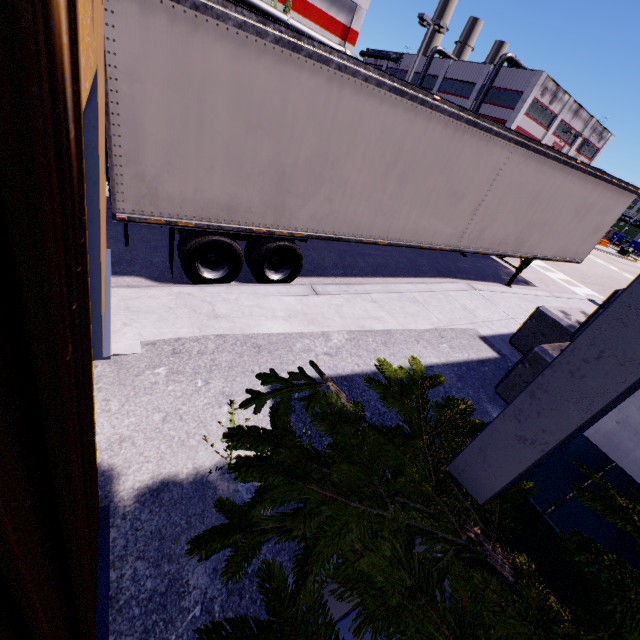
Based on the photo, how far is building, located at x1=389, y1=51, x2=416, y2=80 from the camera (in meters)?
55.69

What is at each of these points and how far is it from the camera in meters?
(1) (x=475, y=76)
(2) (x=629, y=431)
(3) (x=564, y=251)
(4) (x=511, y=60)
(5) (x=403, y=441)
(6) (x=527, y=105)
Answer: (1) building, 46.0
(2) building, 2.8
(3) semi trailer, 11.2
(4) vent duct, 41.7
(5) tree, 1.4
(6) building, 40.7

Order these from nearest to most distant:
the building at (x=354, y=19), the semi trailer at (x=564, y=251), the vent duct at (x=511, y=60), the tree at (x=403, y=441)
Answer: the tree at (x=403, y=441) → the semi trailer at (x=564, y=251) → the building at (x=354, y=19) → the vent duct at (x=511, y=60)

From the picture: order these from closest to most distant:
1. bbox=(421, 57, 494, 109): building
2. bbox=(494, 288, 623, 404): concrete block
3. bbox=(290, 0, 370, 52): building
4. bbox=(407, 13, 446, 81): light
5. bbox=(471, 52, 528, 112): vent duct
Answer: bbox=(494, 288, 623, 404): concrete block, bbox=(407, 13, 446, 81): light, bbox=(290, 0, 370, 52): building, bbox=(471, 52, 528, 112): vent duct, bbox=(421, 57, 494, 109): building

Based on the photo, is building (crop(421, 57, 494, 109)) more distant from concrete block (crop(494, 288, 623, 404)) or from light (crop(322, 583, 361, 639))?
light (crop(322, 583, 361, 639))

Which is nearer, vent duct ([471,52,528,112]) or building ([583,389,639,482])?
building ([583,389,639,482])

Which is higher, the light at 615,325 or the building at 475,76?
the building at 475,76

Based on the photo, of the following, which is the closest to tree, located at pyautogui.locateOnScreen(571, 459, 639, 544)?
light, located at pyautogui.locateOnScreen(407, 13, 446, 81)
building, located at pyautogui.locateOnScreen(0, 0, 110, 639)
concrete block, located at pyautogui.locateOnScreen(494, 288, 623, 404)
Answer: building, located at pyautogui.locateOnScreen(0, 0, 110, 639)
